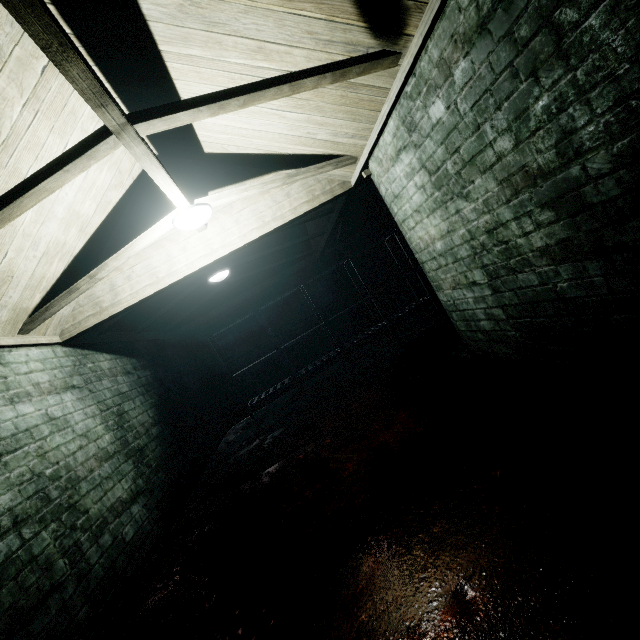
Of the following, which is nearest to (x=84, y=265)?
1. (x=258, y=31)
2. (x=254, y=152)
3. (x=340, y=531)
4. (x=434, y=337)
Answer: (x=254, y=152)

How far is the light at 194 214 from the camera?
2.49m

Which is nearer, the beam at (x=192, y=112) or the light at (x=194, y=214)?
the beam at (x=192, y=112)

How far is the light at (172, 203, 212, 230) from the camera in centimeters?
249cm

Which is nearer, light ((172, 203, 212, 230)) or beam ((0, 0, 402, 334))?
beam ((0, 0, 402, 334))
